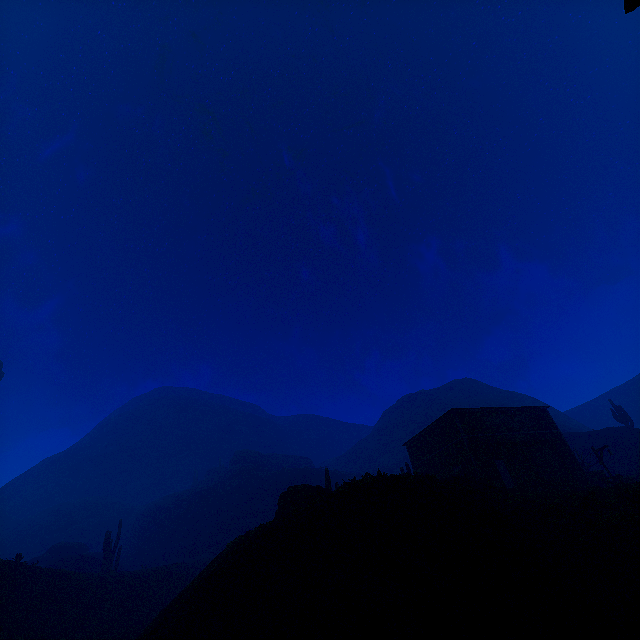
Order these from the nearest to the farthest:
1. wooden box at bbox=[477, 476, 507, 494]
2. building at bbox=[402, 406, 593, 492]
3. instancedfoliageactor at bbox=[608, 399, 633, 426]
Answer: wooden box at bbox=[477, 476, 507, 494] < building at bbox=[402, 406, 593, 492] < instancedfoliageactor at bbox=[608, 399, 633, 426]

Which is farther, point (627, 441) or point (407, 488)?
point (627, 441)

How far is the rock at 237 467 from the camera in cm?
5522

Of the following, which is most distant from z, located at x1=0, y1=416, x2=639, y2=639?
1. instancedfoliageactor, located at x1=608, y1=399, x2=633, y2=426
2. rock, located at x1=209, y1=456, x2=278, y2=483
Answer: instancedfoliageactor, located at x1=608, y1=399, x2=633, y2=426

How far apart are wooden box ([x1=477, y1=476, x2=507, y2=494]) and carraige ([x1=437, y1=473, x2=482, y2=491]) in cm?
4

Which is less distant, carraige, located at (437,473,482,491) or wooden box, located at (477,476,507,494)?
carraige, located at (437,473,482,491)

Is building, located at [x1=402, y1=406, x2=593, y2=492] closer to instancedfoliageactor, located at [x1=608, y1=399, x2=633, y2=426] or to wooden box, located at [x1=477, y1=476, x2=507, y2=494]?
wooden box, located at [x1=477, y1=476, x2=507, y2=494]

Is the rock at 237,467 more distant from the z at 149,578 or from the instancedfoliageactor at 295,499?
the instancedfoliageactor at 295,499
